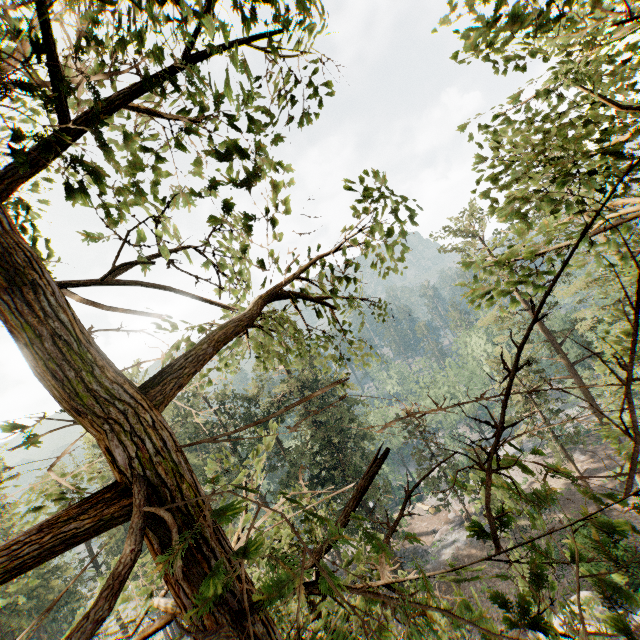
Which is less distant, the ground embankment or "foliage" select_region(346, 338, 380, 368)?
"foliage" select_region(346, 338, 380, 368)

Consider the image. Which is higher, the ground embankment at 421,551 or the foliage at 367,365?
the foliage at 367,365

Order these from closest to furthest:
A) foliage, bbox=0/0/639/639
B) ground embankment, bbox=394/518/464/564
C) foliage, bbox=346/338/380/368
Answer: foliage, bbox=0/0/639/639 < foliage, bbox=346/338/380/368 < ground embankment, bbox=394/518/464/564

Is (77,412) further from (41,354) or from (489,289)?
(489,289)

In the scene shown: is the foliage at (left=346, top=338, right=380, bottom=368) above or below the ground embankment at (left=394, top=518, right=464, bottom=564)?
above

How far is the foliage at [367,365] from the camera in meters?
6.9 m
